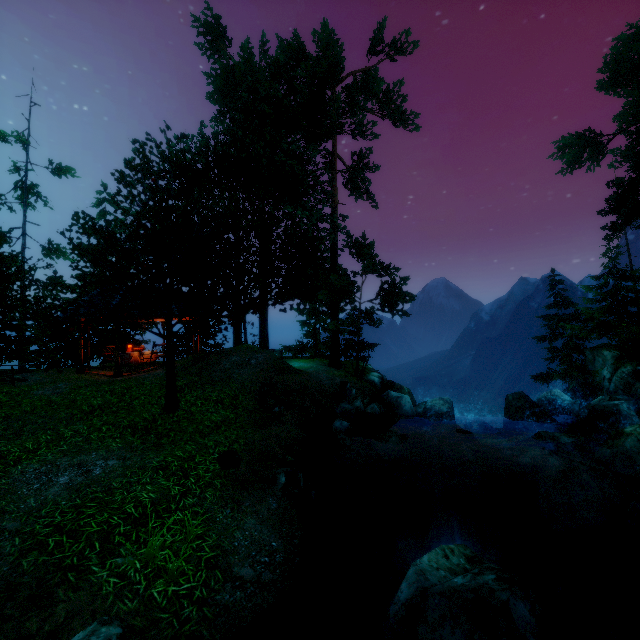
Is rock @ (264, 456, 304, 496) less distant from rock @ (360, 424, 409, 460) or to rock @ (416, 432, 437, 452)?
rock @ (360, 424, 409, 460)

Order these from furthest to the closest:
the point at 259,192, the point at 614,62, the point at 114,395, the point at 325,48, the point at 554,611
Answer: the point at 614,62 < the point at 325,48 < the point at 259,192 < the point at 114,395 < the point at 554,611

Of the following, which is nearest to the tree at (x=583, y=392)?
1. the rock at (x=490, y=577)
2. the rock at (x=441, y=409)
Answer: the rock at (x=441, y=409)

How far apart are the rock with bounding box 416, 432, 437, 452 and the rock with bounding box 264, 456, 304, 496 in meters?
6.2

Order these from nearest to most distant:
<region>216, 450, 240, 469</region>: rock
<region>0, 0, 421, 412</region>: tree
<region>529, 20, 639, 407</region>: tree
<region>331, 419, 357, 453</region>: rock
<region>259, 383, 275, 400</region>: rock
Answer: <region>216, 450, 240, 469</region>: rock
<region>0, 0, 421, 412</region>: tree
<region>331, 419, 357, 453</region>: rock
<region>259, 383, 275, 400</region>: rock
<region>529, 20, 639, 407</region>: tree

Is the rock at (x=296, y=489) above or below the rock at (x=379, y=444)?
above

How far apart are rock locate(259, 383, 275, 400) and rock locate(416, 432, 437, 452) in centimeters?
573cm

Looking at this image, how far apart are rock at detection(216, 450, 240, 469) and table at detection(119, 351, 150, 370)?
11.27m
